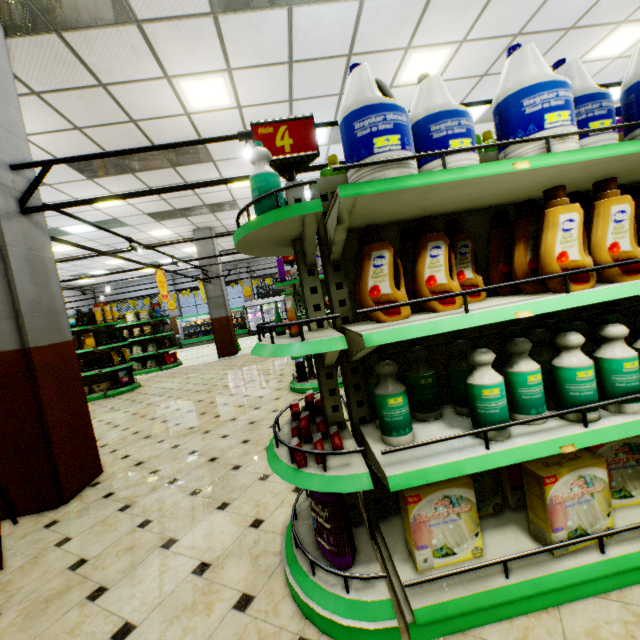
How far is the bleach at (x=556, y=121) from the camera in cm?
138

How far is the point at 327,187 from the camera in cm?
181

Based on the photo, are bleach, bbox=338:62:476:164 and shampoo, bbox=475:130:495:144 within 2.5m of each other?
yes

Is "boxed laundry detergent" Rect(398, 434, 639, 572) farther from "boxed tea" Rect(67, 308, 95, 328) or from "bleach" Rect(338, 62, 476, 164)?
"boxed tea" Rect(67, 308, 95, 328)

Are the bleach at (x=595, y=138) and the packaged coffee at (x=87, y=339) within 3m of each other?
no

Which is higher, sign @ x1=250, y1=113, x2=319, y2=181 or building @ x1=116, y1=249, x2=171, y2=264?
building @ x1=116, y1=249, x2=171, y2=264

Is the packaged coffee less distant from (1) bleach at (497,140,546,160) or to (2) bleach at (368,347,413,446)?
(2) bleach at (368,347,413,446)

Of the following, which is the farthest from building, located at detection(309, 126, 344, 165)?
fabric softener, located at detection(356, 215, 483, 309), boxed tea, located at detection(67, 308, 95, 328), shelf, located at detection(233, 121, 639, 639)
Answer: boxed tea, located at detection(67, 308, 95, 328)
